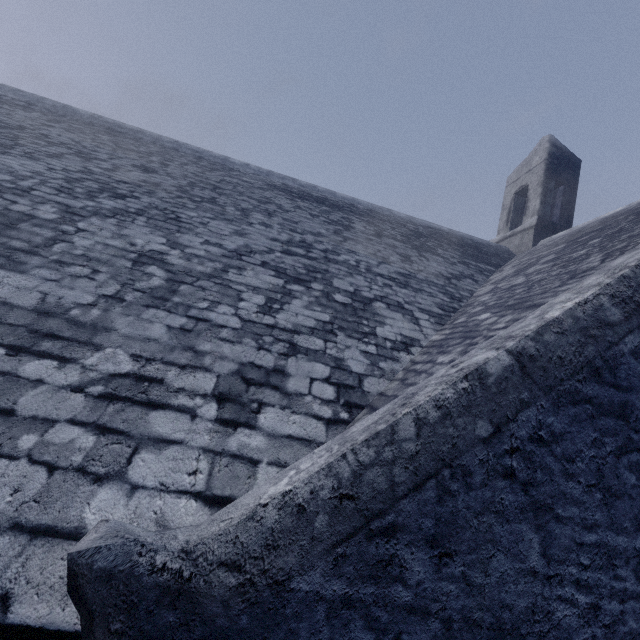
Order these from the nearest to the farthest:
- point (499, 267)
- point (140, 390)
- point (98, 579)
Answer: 1. point (98, 579)
2. point (140, 390)
3. point (499, 267)
